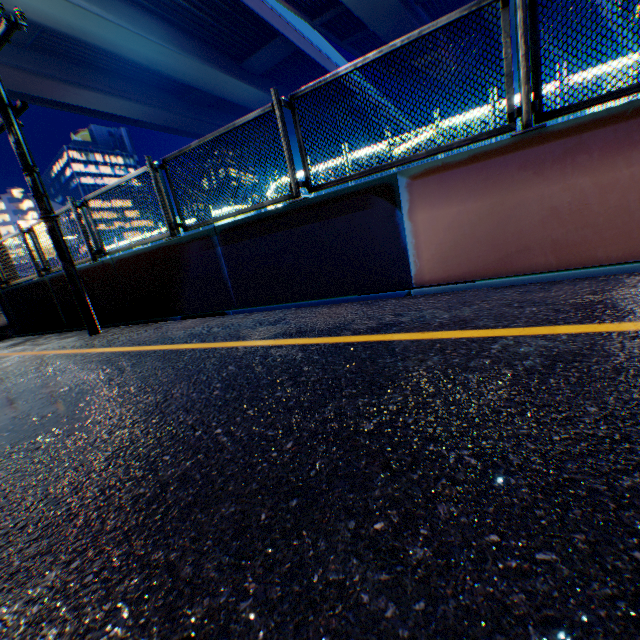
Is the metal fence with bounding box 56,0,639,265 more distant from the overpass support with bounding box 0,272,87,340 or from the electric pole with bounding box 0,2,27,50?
the electric pole with bounding box 0,2,27,50

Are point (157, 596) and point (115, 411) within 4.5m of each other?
yes

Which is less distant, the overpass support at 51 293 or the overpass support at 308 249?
the overpass support at 308 249

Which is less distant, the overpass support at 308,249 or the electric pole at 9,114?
the overpass support at 308,249

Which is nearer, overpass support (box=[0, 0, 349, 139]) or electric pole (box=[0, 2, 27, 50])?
electric pole (box=[0, 2, 27, 50])

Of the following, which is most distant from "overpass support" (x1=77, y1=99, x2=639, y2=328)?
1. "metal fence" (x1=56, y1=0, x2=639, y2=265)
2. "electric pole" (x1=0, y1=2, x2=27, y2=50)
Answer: "electric pole" (x1=0, y1=2, x2=27, y2=50)
